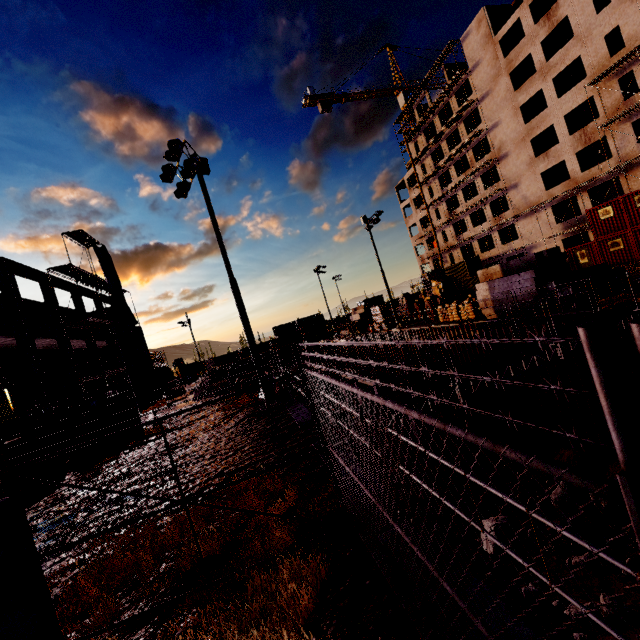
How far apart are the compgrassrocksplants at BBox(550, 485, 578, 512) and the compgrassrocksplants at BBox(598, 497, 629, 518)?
0.5 meters

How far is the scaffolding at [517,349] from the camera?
9.9 meters

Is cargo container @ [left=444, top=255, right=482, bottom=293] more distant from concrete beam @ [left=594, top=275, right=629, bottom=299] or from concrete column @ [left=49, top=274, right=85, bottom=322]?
concrete column @ [left=49, top=274, right=85, bottom=322]

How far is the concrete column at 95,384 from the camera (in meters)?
22.81

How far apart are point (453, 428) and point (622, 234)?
33.20m

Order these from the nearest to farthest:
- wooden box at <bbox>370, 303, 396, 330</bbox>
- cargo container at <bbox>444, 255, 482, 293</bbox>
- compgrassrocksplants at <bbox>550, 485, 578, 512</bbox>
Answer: compgrassrocksplants at <bbox>550, 485, 578, 512</bbox>
wooden box at <bbox>370, 303, 396, 330</bbox>
cargo container at <bbox>444, 255, 482, 293</bbox>

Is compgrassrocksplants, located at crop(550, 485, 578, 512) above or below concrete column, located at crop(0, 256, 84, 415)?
below

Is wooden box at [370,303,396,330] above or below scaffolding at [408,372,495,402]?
above
